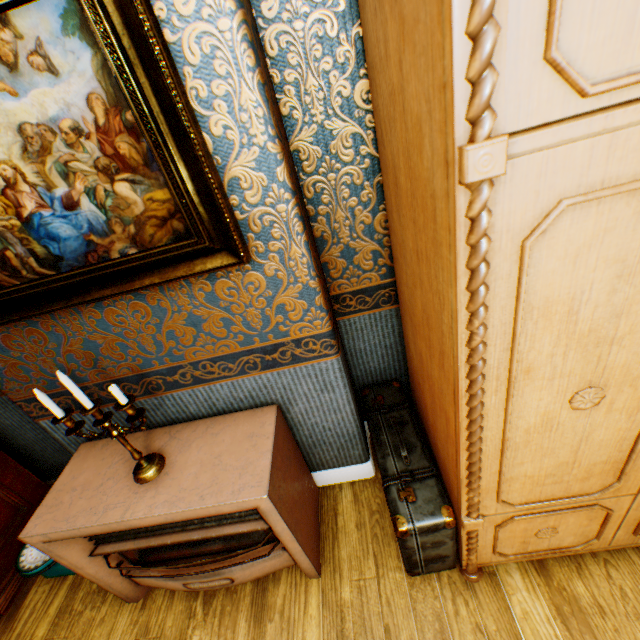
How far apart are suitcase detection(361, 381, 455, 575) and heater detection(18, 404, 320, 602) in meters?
0.4 m

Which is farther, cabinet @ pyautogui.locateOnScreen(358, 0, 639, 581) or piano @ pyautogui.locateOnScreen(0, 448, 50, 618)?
piano @ pyautogui.locateOnScreen(0, 448, 50, 618)

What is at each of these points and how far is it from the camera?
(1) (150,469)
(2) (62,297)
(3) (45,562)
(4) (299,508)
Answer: (1) candle holder, 1.5m
(2) painting, 1.3m
(3) scale, 2.0m
(4) heater, 1.7m

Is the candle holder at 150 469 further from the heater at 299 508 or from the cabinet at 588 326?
the cabinet at 588 326

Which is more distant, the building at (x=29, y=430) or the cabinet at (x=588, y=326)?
the building at (x=29, y=430)

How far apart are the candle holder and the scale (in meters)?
1.04

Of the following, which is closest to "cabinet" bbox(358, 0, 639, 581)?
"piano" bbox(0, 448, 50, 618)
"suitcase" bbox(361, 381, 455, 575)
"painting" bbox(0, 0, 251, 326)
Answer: "suitcase" bbox(361, 381, 455, 575)

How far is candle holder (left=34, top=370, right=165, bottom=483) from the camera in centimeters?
130cm
